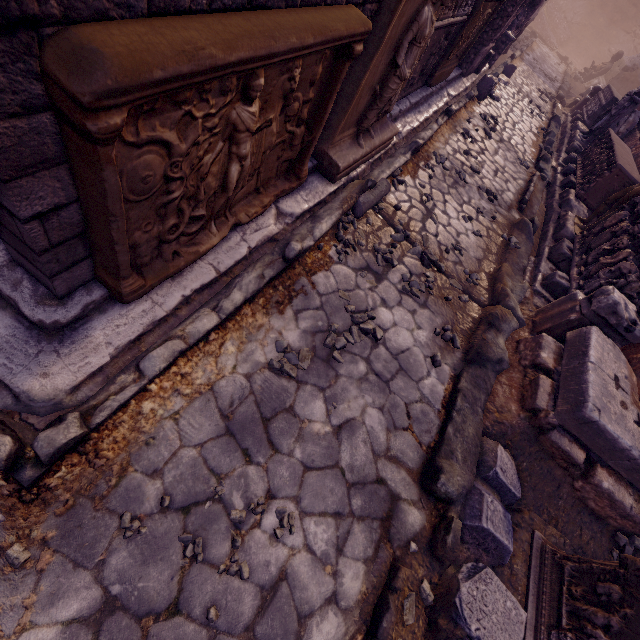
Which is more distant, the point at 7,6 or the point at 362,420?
the point at 362,420

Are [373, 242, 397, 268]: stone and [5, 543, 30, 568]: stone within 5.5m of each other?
yes

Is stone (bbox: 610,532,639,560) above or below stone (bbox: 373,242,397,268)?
above

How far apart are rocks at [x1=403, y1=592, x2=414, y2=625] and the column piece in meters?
3.6

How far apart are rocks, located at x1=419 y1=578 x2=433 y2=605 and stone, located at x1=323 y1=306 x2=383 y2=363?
1.79m

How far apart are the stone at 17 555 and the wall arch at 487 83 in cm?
1195

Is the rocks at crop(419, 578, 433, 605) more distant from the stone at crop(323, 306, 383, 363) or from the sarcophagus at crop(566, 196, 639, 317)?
the sarcophagus at crop(566, 196, 639, 317)

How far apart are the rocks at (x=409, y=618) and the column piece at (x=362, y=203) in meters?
3.6
